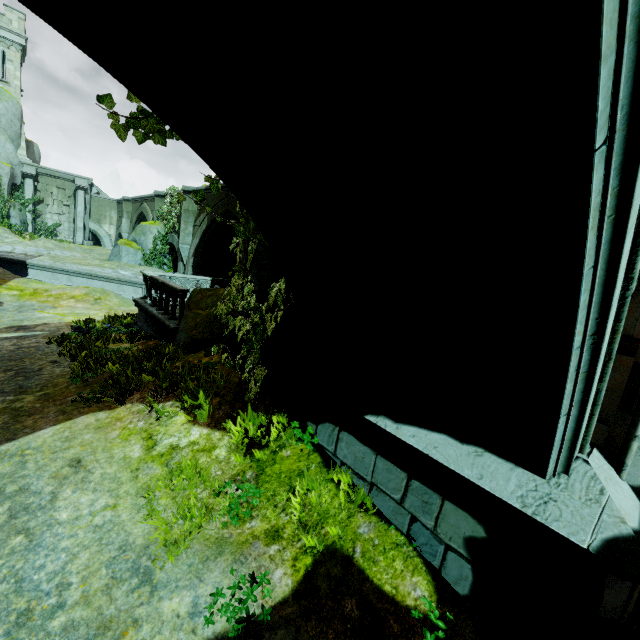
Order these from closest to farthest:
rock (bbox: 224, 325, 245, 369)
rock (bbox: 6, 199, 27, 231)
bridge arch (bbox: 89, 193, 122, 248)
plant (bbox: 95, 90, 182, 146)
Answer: plant (bbox: 95, 90, 182, 146) → rock (bbox: 224, 325, 245, 369) → rock (bbox: 6, 199, 27, 231) → bridge arch (bbox: 89, 193, 122, 248)

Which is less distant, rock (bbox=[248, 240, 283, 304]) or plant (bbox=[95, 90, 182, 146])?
plant (bbox=[95, 90, 182, 146])

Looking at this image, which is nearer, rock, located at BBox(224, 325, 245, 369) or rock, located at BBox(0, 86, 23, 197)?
rock, located at BBox(224, 325, 245, 369)

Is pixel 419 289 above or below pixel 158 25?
below

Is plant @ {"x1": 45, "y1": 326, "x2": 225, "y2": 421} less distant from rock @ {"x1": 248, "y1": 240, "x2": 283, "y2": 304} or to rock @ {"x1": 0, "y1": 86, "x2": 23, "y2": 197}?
rock @ {"x1": 248, "y1": 240, "x2": 283, "y2": 304}

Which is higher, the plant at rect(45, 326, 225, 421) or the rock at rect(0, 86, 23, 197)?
the rock at rect(0, 86, 23, 197)

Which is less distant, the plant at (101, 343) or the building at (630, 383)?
the building at (630, 383)

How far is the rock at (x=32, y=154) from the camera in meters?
28.9 m
